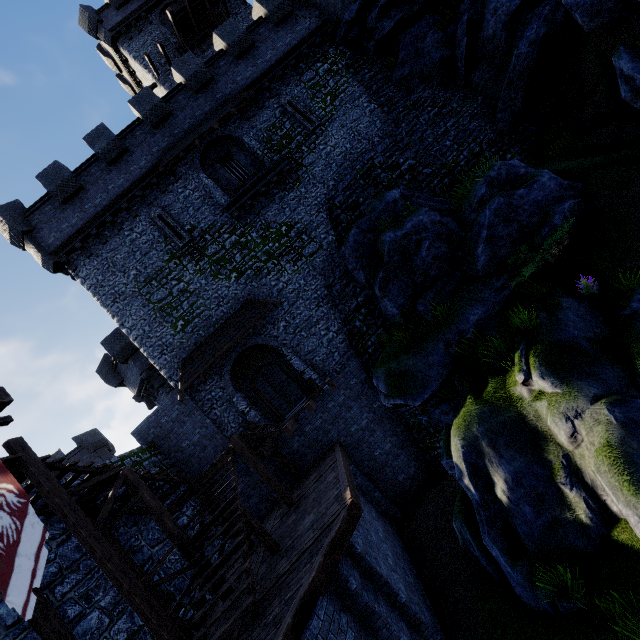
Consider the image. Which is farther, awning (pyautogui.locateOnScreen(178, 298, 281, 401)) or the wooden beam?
awning (pyautogui.locateOnScreen(178, 298, 281, 401))

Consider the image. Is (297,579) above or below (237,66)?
below

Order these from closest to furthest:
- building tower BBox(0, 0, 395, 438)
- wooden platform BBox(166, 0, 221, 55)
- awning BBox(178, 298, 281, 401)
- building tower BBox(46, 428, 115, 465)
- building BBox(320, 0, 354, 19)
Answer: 1. awning BBox(178, 298, 281, 401)
2. building tower BBox(0, 0, 395, 438)
3. building BBox(320, 0, 354, 19)
4. wooden platform BBox(166, 0, 221, 55)
5. building tower BBox(46, 428, 115, 465)

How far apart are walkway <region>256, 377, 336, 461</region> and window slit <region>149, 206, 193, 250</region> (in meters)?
9.62

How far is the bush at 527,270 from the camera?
9.5m

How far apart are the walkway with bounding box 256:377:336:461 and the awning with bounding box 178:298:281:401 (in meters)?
3.65

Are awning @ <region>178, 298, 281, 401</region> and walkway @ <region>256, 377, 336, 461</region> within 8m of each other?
yes

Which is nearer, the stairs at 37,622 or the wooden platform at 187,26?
the stairs at 37,622
